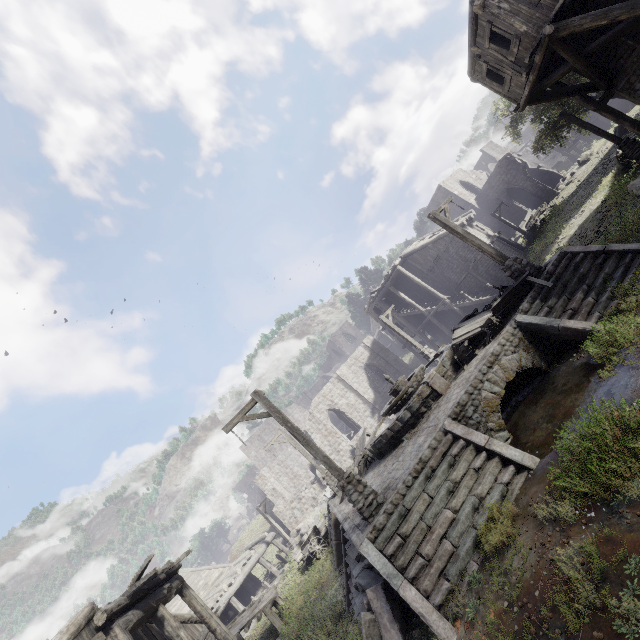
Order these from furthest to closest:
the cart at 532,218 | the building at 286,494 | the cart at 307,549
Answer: the building at 286,494
the cart at 532,218
the cart at 307,549

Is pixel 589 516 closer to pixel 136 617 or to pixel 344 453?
pixel 136 617

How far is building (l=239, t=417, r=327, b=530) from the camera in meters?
30.5 m

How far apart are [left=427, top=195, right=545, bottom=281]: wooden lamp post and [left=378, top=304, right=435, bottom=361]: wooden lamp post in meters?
9.1

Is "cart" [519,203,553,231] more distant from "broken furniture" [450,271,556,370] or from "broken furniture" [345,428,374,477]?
"broken furniture" [345,428,374,477]

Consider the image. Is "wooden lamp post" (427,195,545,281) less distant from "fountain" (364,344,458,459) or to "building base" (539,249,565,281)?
"building base" (539,249,565,281)

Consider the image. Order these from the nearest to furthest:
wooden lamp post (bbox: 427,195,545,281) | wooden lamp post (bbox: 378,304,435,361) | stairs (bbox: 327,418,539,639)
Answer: stairs (bbox: 327,418,539,639), wooden lamp post (bbox: 427,195,545,281), wooden lamp post (bbox: 378,304,435,361)

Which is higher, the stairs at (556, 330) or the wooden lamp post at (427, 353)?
the wooden lamp post at (427, 353)
